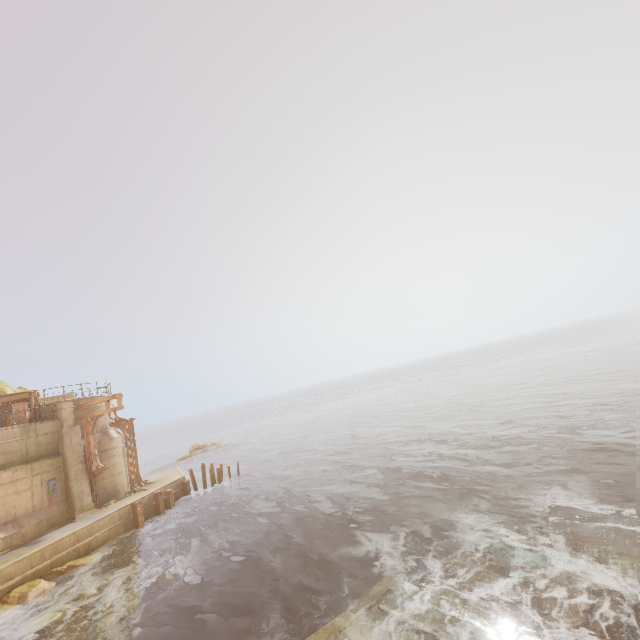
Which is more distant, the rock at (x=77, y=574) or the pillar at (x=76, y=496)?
the pillar at (x=76, y=496)

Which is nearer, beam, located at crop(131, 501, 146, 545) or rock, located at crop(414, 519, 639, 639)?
rock, located at crop(414, 519, 639, 639)

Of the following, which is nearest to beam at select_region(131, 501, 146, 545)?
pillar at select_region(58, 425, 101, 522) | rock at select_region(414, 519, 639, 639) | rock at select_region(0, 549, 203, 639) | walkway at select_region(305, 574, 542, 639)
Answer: rock at select_region(0, 549, 203, 639)

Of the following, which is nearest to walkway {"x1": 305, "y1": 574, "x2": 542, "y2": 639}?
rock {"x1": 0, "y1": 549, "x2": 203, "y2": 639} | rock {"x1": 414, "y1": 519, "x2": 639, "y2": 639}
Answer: rock {"x1": 414, "y1": 519, "x2": 639, "y2": 639}

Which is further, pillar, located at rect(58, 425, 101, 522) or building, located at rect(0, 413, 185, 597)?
pillar, located at rect(58, 425, 101, 522)

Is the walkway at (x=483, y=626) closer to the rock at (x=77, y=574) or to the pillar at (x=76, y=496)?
the rock at (x=77, y=574)

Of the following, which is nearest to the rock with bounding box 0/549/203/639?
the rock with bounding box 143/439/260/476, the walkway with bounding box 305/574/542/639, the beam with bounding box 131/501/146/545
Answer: the beam with bounding box 131/501/146/545

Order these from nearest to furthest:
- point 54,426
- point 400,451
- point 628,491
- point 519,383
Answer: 1. point 628,491
2. point 54,426
3. point 400,451
4. point 519,383
